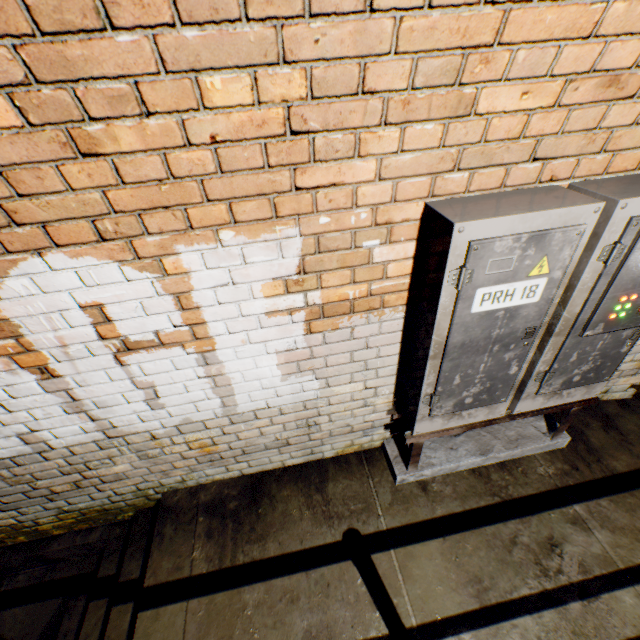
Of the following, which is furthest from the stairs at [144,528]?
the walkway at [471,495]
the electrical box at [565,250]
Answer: the electrical box at [565,250]

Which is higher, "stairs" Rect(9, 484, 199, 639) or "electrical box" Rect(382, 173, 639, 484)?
"electrical box" Rect(382, 173, 639, 484)

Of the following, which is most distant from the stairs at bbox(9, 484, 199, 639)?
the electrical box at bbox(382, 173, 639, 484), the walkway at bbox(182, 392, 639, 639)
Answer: the electrical box at bbox(382, 173, 639, 484)

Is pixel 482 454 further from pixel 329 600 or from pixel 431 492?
pixel 329 600

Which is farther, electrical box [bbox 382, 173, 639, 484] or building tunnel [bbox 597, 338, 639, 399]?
building tunnel [bbox 597, 338, 639, 399]

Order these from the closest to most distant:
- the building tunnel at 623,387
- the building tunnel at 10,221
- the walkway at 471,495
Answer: the building tunnel at 10,221 < the walkway at 471,495 < the building tunnel at 623,387

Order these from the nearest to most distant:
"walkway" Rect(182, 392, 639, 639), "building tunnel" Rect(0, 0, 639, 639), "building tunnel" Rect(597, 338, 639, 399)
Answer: "building tunnel" Rect(0, 0, 639, 639) < "walkway" Rect(182, 392, 639, 639) < "building tunnel" Rect(597, 338, 639, 399)

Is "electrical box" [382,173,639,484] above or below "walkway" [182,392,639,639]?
above
